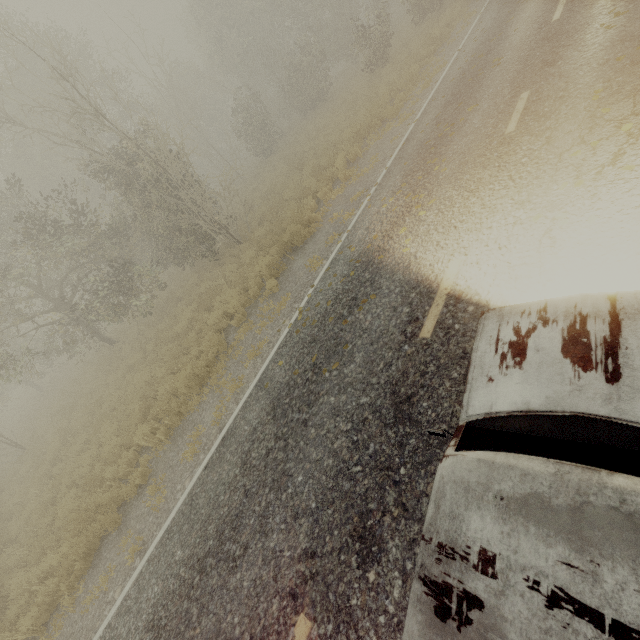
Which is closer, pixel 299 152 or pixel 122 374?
pixel 122 374
